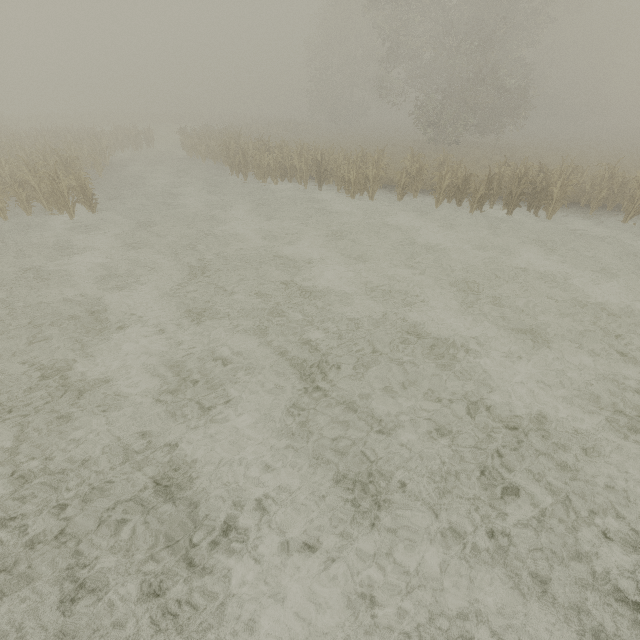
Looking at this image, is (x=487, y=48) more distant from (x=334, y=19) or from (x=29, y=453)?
(x=29, y=453)
